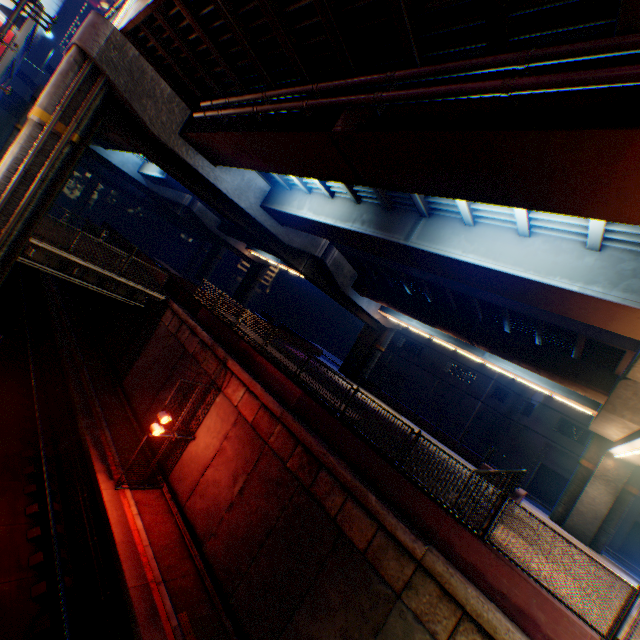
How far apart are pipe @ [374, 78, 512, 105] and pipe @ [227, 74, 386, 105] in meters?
0.3

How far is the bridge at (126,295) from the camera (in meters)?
15.97

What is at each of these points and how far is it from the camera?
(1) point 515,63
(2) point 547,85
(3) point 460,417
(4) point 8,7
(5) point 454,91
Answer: (1) pipe, 5.2 meters
(2) pipe, 4.8 meters
(3) building, 38.3 meters
(4) billboard, 18.6 meters
(5) pipe, 5.7 meters

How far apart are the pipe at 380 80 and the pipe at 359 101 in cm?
30

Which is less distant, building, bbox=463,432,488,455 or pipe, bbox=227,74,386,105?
pipe, bbox=227,74,386,105

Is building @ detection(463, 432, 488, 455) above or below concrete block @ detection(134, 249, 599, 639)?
above

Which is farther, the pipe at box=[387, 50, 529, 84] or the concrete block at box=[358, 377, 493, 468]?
the concrete block at box=[358, 377, 493, 468]

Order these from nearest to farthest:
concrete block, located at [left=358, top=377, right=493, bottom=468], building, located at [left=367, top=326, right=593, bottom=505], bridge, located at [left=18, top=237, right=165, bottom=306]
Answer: bridge, located at [left=18, top=237, right=165, bottom=306]
concrete block, located at [left=358, top=377, right=493, bottom=468]
building, located at [left=367, top=326, right=593, bottom=505]
